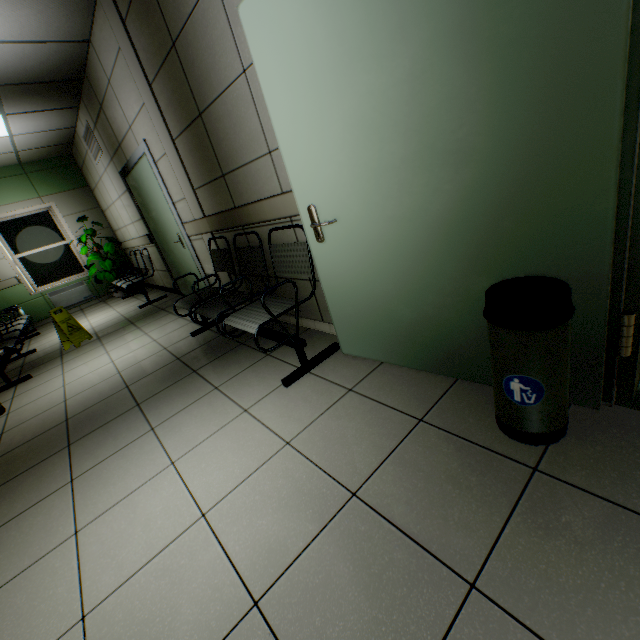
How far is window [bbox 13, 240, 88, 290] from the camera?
7.3m

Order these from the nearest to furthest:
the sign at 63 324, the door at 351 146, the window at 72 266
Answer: the door at 351 146, the sign at 63 324, the window at 72 266

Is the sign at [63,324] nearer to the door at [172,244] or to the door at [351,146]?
the door at [172,244]

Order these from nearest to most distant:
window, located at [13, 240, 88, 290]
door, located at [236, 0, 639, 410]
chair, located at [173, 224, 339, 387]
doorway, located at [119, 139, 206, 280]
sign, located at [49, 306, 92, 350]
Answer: door, located at [236, 0, 639, 410] < chair, located at [173, 224, 339, 387] < doorway, located at [119, 139, 206, 280] < sign, located at [49, 306, 92, 350] < window, located at [13, 240, 88, 290]

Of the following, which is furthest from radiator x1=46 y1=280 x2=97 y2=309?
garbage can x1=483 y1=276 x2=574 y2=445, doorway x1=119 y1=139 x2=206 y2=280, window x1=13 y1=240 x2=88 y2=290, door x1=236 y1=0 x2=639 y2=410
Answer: garbage can x1=483 y1=276 x2=574 y2=445

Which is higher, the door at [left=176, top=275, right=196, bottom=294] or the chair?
the chair

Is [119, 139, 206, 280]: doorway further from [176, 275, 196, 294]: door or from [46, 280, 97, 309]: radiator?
[46, 280, 97, 309]: radiator

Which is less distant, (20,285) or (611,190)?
(611,190)
